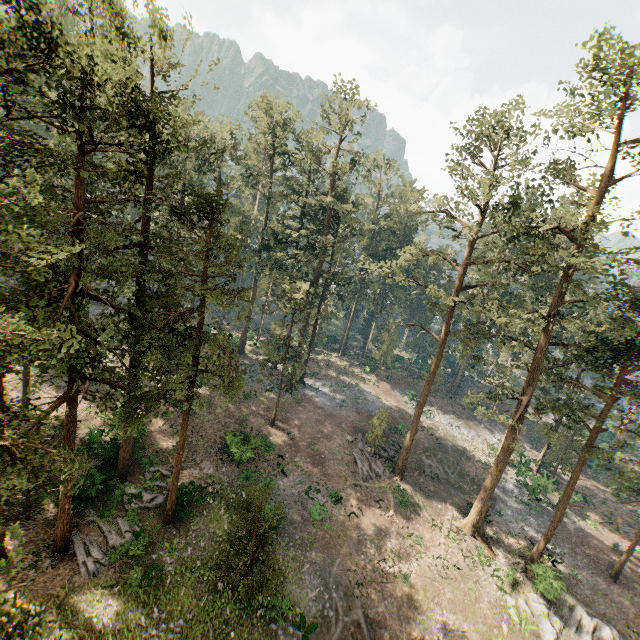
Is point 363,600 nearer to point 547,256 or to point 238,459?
point 238,459

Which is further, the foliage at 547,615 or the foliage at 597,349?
the foliage at 547,615

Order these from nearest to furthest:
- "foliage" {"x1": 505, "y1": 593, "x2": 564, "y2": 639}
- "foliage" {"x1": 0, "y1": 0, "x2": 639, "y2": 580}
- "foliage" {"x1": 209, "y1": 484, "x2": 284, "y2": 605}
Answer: "foliage" {"x1": 0, "y1": 0, "x2": 639, "y2": 580} < "foliage" {"x1": 209, "y1": 484, "x2": 284, "y2": 605} < "foliage" {"x1": 505, "y1": 593, "x2": 564, "y2": 639}

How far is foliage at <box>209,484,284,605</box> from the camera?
16.4 meters

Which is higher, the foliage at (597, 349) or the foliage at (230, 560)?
the foliage at (597, 349)

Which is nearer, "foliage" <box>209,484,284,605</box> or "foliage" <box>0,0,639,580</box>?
"foliage" <box>0,0,639,580</box>

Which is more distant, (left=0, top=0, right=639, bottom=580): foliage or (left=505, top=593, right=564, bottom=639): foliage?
(left=505, top=593, right=564, bottom=639): foliage
